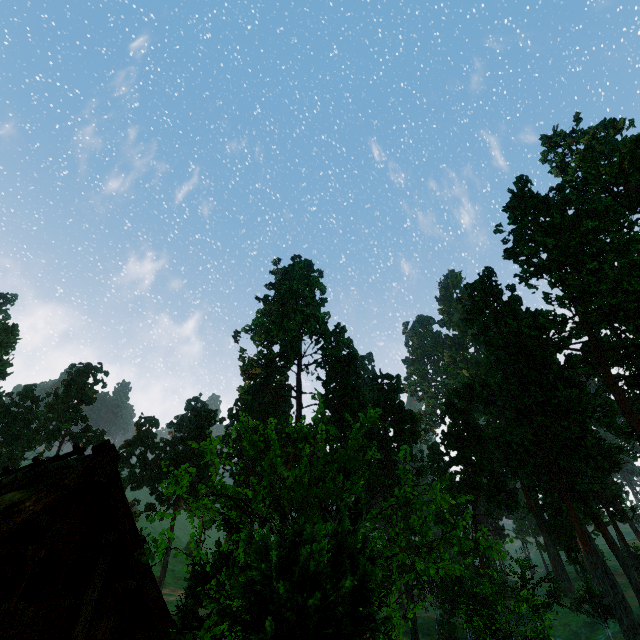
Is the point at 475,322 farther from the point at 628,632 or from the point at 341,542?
the point at 341,542

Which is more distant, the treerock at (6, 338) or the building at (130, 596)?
the treerock at (6, 338)

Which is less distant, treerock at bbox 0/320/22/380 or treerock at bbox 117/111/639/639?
treerock at bbox 117/111/639/639

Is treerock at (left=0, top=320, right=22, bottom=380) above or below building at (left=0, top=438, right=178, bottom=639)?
above

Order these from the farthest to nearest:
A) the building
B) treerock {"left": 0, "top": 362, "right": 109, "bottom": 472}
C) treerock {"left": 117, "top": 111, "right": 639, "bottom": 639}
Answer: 1. treerock {"left": 0, "top": 362, "right": 109, "bottom": 472}
2. the building
3. treerock {"left": 117, "top": 111, "right": 639, "bottom": 639}

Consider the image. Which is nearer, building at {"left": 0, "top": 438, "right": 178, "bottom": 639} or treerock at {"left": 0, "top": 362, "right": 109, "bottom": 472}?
building at {"left": 0, "top": 438, "right": 178, "bottom": 639}

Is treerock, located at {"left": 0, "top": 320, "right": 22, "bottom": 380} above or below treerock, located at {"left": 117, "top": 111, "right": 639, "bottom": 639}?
above

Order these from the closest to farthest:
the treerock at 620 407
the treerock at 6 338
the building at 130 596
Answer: the treerock at 620 407, the building at 130 596, the treerock at 6 338
